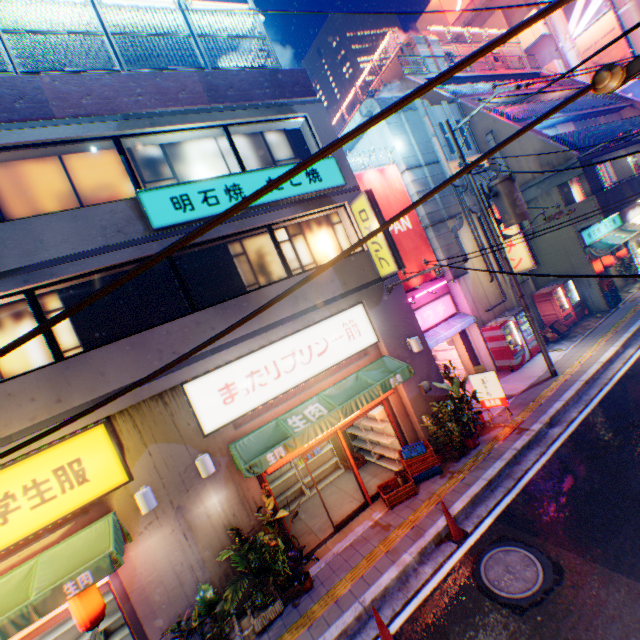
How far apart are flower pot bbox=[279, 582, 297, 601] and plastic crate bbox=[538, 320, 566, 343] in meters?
13.9 m

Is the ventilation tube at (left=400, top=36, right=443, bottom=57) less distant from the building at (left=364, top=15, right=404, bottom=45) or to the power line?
the power line

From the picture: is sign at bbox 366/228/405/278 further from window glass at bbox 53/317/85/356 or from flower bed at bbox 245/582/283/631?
flower bed at bbox 245/582/283/631

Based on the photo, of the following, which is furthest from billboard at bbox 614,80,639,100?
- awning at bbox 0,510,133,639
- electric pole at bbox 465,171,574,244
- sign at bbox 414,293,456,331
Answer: awning at bbox 0,510,133,639

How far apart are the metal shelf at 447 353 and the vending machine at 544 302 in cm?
498

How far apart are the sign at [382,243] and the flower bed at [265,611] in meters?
8.4 m

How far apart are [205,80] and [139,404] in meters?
8.6

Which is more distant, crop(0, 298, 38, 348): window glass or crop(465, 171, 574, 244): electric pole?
crop(465, 171, 574, 244): electric pole
